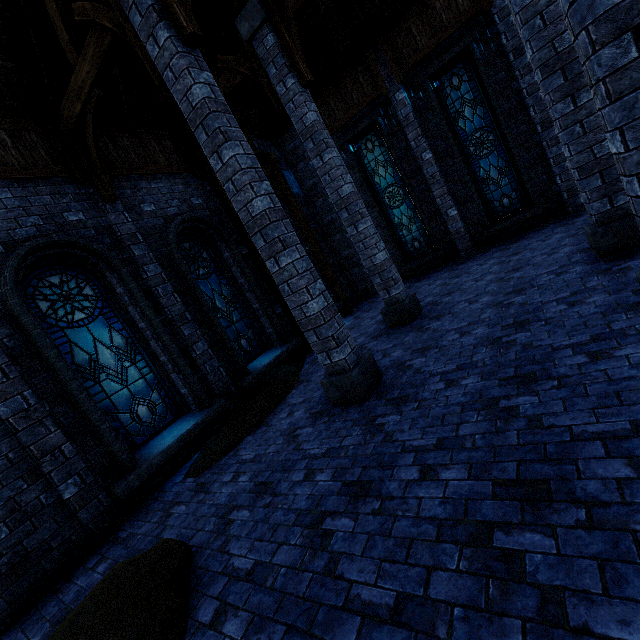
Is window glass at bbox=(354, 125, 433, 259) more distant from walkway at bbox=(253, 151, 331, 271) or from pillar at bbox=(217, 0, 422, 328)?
pillar at bbox=(217, 0, 422, 328)

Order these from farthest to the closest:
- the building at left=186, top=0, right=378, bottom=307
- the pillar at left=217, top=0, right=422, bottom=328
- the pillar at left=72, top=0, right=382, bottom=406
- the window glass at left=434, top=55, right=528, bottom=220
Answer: the window glass at left=434, top=55, right=528, bottom=220, the building at left=186, top=0, right=378, bottom=307, the pillar at left=217, top=0, right=422, bottom=328, the pillar at left=72, top=0, right=382, bottom=406

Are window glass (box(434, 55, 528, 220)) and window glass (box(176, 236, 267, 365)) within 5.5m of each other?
no

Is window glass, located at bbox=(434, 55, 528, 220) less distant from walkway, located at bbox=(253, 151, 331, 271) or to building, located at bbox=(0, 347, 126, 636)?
building, located at bbox=(0, 347, 126, 636)

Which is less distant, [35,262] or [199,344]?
[35,262]

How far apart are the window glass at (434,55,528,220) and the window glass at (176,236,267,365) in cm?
815

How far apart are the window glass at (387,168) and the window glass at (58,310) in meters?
9.1 m

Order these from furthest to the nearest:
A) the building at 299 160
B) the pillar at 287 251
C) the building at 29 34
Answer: the building at 299 160
the building at 29 34
the pillar at 287 251
